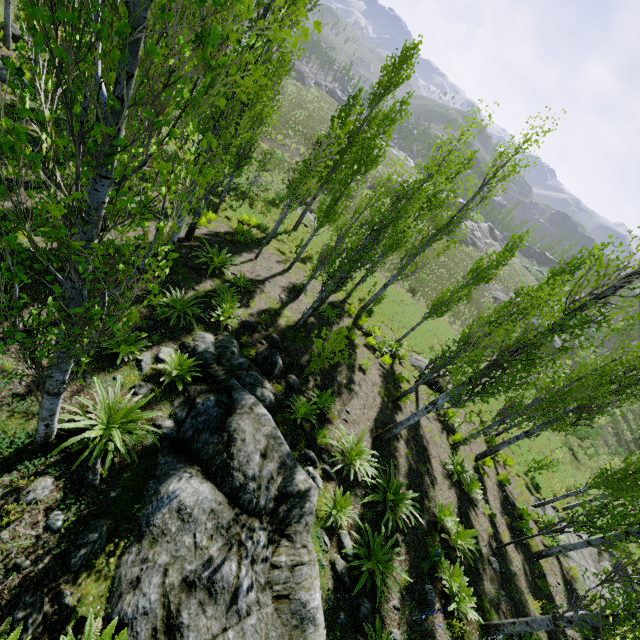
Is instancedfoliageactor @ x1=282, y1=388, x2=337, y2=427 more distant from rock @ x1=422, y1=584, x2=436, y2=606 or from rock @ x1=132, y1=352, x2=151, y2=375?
rock @ x1=422, y1=584, x2=436, y2=606

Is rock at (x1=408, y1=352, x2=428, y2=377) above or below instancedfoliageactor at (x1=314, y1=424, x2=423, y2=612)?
below

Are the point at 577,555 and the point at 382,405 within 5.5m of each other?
no

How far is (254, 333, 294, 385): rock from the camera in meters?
9.6

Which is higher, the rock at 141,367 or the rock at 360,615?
the rock at 360,615

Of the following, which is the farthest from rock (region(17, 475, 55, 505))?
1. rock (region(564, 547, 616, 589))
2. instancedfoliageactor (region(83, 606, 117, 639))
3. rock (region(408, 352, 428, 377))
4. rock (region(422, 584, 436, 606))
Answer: rock (region(408, 352, 428, 377))

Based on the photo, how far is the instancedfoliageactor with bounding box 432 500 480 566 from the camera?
8.59m

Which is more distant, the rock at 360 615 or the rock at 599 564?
the rock at 599 564
